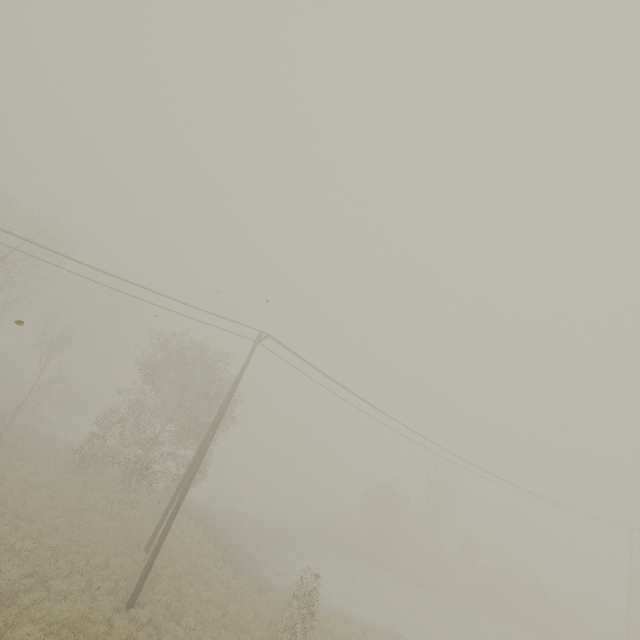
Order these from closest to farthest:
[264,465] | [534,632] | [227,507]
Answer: [227,507], [534,632], [264,465]
